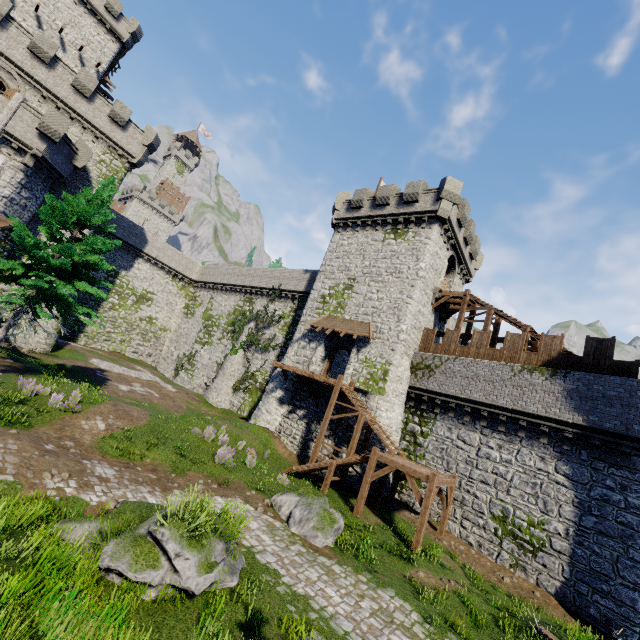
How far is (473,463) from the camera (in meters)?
18.17

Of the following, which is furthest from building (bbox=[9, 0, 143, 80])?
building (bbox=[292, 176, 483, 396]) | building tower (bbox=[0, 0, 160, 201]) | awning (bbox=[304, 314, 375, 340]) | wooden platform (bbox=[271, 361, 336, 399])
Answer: wooden platform (bbox=[271, 361, 336, 399])

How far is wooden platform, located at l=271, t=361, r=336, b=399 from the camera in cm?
2229

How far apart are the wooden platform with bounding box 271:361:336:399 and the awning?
3.1 meters

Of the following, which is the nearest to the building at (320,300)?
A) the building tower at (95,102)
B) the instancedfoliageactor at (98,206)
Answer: the instancedfoliageactor at (98,206)

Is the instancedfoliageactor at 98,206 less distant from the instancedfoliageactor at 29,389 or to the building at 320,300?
the instancedfoliageactor at 29,389

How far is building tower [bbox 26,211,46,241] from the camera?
26.39m

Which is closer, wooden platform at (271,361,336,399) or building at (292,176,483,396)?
wooden platform at (271,361,336,399)
